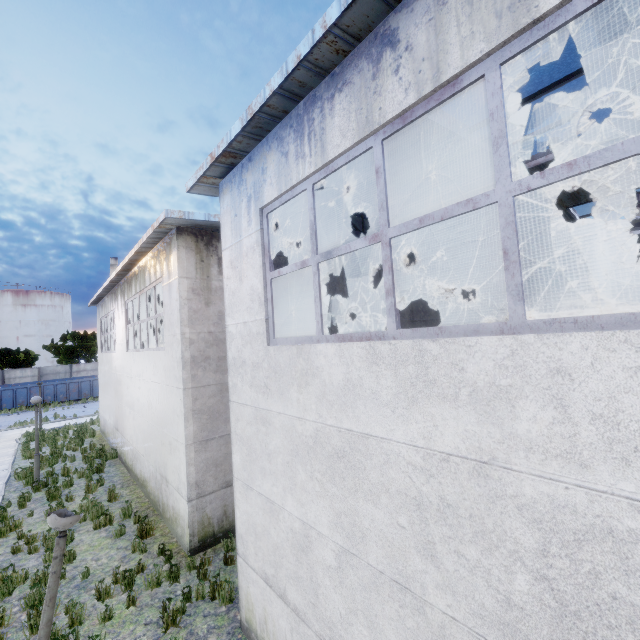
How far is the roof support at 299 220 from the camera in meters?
6.4

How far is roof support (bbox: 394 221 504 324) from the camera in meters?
9.6

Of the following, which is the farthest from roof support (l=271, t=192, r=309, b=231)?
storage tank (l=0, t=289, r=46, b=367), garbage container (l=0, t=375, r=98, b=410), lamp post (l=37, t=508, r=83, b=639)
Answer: storage tank (l=0, t=289, r=46, b=367)

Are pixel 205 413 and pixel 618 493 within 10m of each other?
yes

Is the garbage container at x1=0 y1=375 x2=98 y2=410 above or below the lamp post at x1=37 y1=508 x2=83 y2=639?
below

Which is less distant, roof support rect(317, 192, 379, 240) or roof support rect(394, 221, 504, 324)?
roof support rect(317, 192, 379, 240)

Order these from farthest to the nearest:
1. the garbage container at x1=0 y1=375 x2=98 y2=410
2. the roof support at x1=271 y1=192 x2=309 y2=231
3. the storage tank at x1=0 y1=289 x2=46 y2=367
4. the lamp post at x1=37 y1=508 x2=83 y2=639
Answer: the storage tank at x1=0 y1=289 x2=46 y2=367 < the garbage container at x1=0 y1=375 x2=98 y2=410 < the roof support at x1=271 y1=192 x2=309 y2=231 < the lamp post at x1=37 y1=508 x2=83 y2=639

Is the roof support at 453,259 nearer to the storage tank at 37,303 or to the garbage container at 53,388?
the garbage container at 53,388
